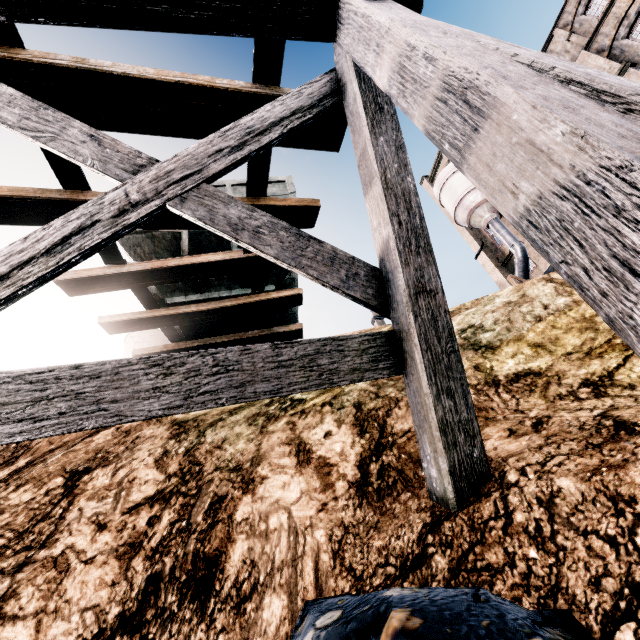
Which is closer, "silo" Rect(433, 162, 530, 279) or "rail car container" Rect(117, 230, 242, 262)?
"rail car container" Rect(117, 230, 242, 262)

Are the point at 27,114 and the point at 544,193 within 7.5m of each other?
yes

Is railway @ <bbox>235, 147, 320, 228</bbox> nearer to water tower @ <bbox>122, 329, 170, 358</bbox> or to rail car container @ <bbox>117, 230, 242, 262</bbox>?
rail car container @ <bbox>117, 230, 242, 262</bbox>

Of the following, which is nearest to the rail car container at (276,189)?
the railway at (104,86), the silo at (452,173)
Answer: the railway at (104,86)

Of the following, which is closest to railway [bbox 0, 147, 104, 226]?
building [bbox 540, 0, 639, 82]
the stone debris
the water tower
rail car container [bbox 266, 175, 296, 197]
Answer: rail car container [bbox 266, 175, 296, 197]

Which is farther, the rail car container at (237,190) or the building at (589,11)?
the building at (589,11)

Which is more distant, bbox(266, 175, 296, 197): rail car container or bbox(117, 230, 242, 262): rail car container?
bbox(266, 175, 296, 197): rail car container
